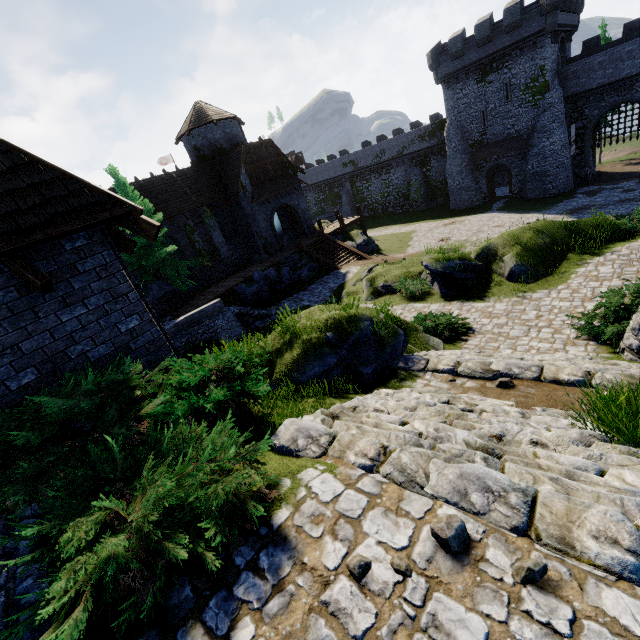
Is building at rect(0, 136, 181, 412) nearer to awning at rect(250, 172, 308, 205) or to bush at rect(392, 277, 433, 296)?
bush at rect(392, 277, 433, 296)

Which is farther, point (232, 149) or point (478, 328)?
point (232, 149)

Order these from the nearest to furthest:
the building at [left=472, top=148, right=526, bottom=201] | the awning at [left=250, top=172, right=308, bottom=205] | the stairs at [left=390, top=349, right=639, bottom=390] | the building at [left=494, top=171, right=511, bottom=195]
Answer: the stairs at [left=390, top=349, right=639, bottom=390], the awning at [left=250, top=172, right=308, bottom=205], the building at [left=472, top=148, right=526, bottom=201], the building at [left=494, top=171, right=511, bottom=195]

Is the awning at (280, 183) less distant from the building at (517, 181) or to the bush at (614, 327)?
the building at (517, 181)

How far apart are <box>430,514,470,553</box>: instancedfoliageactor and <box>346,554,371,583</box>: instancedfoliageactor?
0.55m

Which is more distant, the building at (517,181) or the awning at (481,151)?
the building at (517,181)

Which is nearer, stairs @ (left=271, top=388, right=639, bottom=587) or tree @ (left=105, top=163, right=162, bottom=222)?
stairs @ (left=271, top=388, right=639, bottom=587)

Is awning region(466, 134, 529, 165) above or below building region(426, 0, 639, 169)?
below
